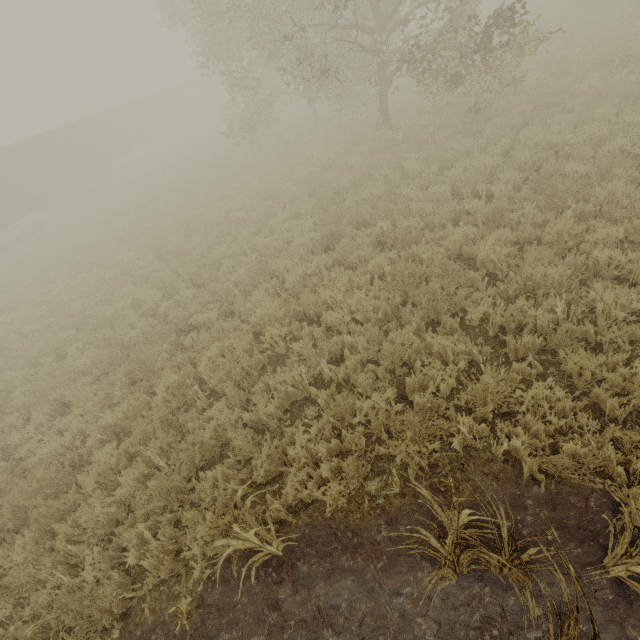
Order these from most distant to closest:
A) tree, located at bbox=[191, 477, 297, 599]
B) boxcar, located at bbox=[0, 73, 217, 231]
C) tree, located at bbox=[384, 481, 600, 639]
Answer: boxcar, located at bbox=[0, 73, 217, 231]
tree, located at bbox=[191, 477, 297, 599]
tree, located at bbox=[384, 481, 600, 639]

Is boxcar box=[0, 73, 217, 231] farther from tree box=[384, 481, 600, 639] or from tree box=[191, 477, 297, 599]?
tree box=[384, 481, 600, 639]

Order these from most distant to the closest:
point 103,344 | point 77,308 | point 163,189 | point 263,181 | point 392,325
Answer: point 163,189
point 263,181
point 77,308
point 103,344
point 392,325

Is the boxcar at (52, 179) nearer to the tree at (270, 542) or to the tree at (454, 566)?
the tree at (270, 542)

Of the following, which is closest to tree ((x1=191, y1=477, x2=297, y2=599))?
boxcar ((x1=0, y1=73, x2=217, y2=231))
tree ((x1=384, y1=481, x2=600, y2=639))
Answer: tree ((x1=384, y1=481, x2=600, y2=639))

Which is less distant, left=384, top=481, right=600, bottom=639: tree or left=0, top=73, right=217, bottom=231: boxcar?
left=384, top=481, right=600, bottom=639: tree

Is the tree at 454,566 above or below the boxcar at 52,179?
below
